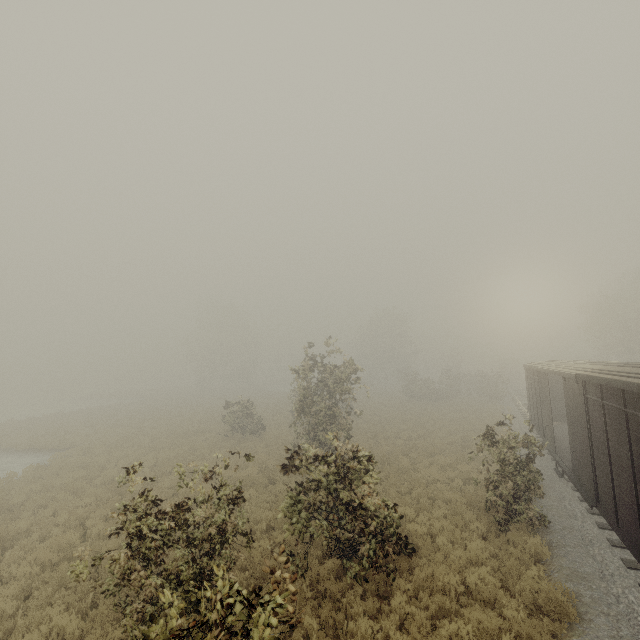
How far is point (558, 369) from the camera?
11.72m
